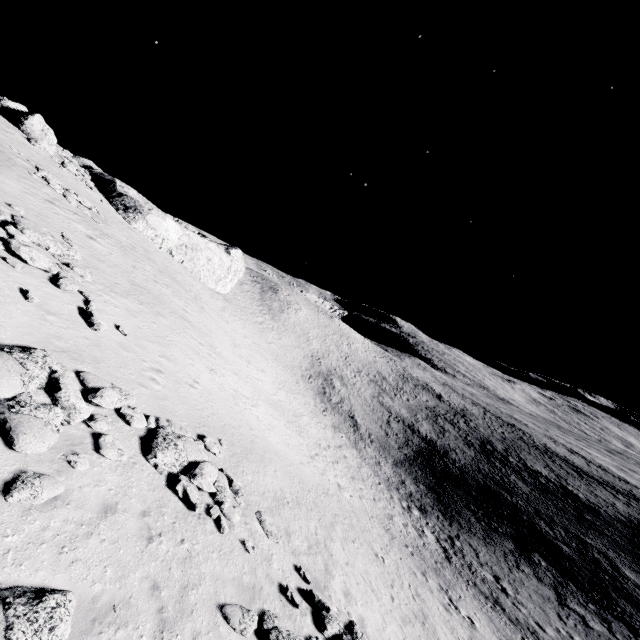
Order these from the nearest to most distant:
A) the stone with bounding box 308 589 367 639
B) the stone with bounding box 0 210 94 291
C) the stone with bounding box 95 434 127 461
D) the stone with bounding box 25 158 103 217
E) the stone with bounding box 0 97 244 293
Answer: the stone with bounding box 95 434 127 461, the stone with bounding box 308 589 367 639, the stone with bounding box 0 210 94 291, the stone with bounding box 25 158 103 217, the stone with bounding box 0 97 244 293

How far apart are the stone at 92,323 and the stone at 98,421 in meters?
5.1

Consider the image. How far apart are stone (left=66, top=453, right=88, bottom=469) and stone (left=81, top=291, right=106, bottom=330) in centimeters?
697cm

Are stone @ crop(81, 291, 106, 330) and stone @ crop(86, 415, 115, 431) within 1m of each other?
no

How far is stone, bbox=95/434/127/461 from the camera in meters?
8.6

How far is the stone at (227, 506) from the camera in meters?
9.9 m

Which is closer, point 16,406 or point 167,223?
point 16,406

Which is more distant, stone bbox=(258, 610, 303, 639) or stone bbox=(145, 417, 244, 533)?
stone bbox=(145, 417, 244, 533)
